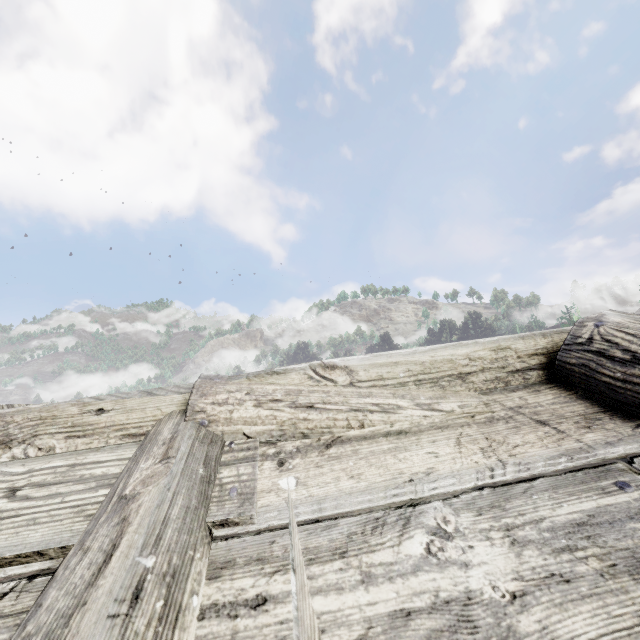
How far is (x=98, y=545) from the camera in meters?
0.8 m
